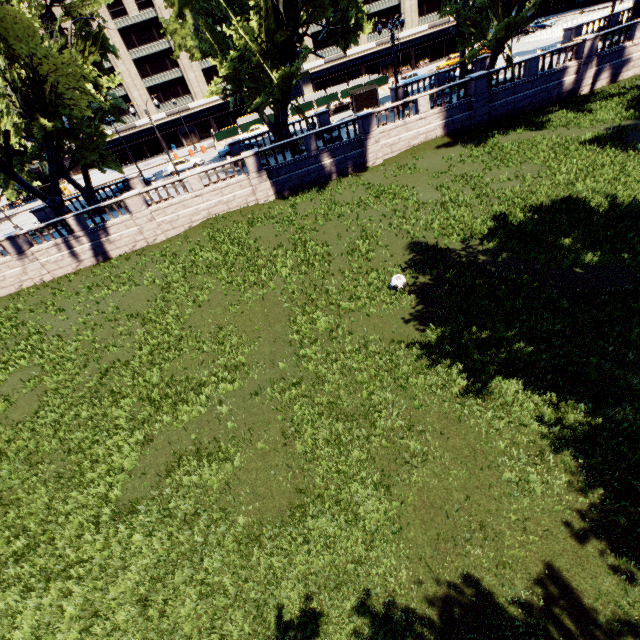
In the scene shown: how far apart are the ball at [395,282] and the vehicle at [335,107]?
40.3 meters

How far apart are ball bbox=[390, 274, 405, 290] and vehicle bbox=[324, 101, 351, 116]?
40.3 meters

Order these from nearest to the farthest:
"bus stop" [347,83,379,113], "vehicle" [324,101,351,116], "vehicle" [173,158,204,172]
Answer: "bus stop" [347,83,379,113]
"vehicle" [173,158,204,172]
"vehicle" [324,101,351,116]

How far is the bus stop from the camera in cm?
3791

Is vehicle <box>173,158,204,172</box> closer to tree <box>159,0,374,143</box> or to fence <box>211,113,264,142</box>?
tree <box>159,0,374,143</box>

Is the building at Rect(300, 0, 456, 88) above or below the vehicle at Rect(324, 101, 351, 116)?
above

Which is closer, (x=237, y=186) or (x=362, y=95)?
(x=237, y=186)

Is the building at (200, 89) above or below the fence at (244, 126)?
above
